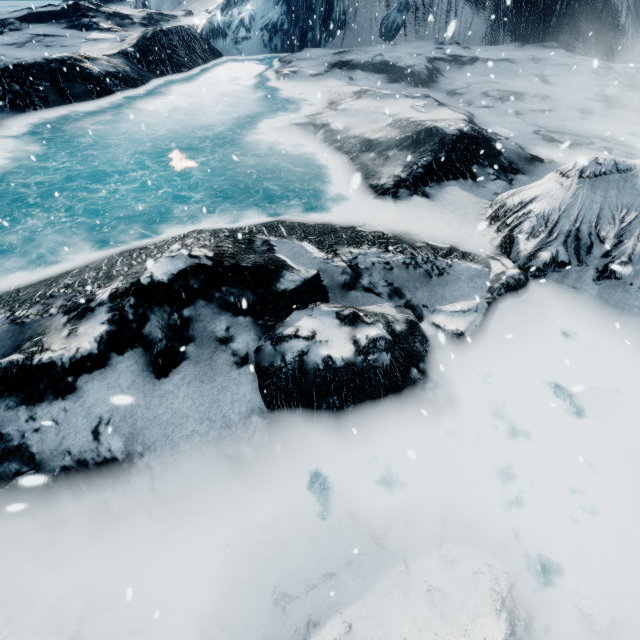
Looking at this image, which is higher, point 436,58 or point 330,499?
point 436,58
